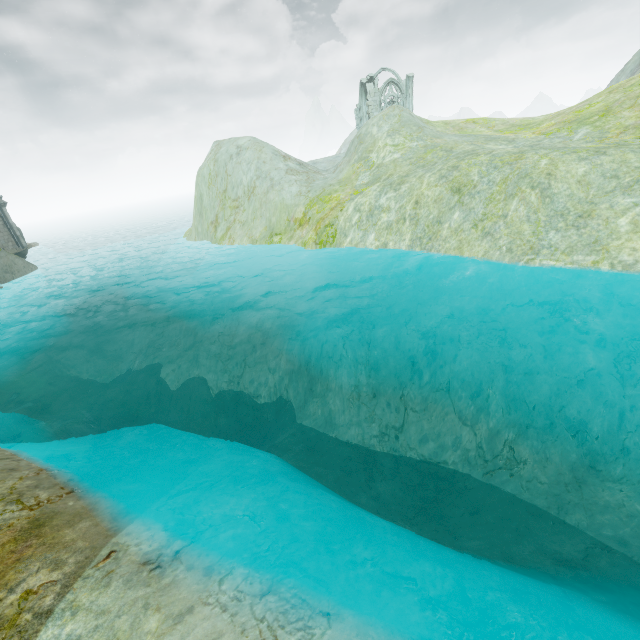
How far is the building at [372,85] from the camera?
45.09m

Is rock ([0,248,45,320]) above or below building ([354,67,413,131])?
below

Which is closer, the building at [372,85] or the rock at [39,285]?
the rock at [39,285]

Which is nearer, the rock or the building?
the rock

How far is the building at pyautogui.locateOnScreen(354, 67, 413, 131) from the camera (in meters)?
45.09

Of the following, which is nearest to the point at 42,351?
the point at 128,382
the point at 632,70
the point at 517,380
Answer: the point at 128,382
